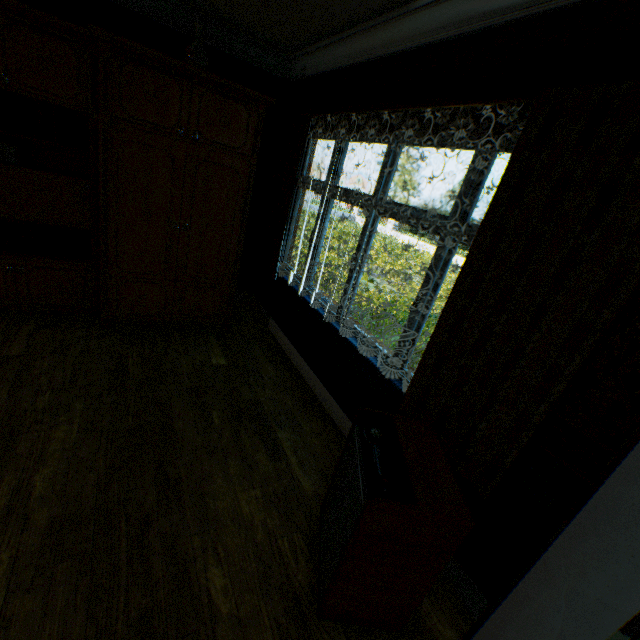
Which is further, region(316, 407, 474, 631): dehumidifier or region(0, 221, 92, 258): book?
region(0, 221, 92, 258): book

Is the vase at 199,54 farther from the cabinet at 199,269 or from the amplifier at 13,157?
the amplifier at 13,157

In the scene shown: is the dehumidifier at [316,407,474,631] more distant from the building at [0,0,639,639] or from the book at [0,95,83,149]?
the book at [0,95,83,149]

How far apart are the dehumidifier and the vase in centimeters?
343cm

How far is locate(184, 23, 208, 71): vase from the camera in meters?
2.9 m

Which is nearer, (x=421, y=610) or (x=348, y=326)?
(x=421, y=610)

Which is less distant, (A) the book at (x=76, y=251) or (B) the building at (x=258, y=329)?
(B) the building at (x=258, y=329)

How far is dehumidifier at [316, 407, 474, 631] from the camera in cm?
135
